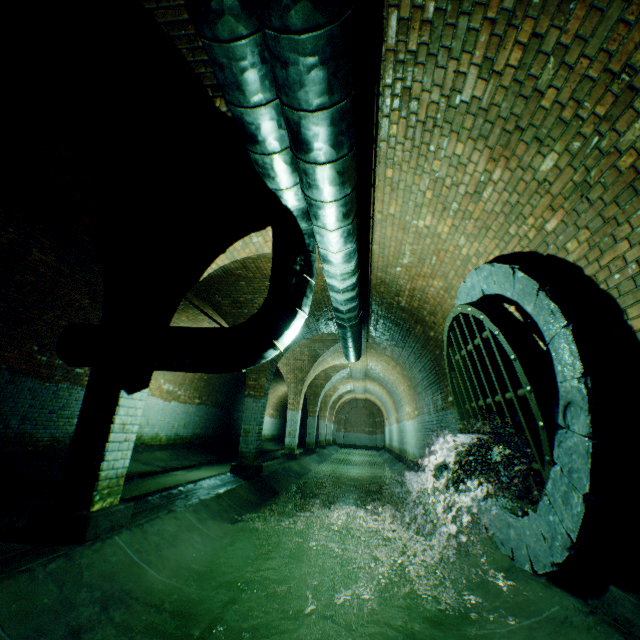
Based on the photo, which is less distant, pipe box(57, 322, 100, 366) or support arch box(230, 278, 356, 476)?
pipe box(57, 322, 100, 366)

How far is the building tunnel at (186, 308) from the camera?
9.2 meters

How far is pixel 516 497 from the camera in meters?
3.8

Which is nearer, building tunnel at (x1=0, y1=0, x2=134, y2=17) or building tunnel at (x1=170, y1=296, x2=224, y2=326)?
building tunnel at (x1=0, y1=0, x2=134, y2=17)

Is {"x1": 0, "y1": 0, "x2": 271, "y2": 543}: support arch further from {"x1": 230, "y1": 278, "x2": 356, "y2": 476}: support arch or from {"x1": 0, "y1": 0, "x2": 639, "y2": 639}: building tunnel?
{"x1": 230, "y1": 278, "x2": 356, "y2": 476}: support arch

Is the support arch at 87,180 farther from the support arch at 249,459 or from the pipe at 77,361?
the support arch at 249,459

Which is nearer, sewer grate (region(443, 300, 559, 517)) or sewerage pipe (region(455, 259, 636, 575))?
sewerage pipe (region(455, 259, 636, 575))

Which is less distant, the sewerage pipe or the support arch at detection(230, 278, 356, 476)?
the sewerage pipe
